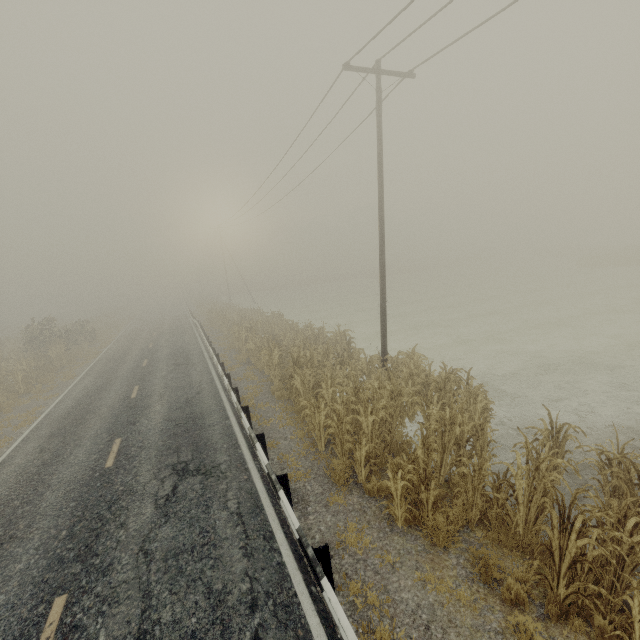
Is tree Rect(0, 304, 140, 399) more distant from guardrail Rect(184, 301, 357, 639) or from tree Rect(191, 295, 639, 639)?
tree Rect(191, 295, 639, 639)

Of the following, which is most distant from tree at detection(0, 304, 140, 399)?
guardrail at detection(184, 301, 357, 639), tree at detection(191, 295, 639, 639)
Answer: tree at detection(191, 295, 639, 639)

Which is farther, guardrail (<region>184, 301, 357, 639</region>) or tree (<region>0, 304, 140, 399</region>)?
tree (<region>0, 304, 140, 399</region>)

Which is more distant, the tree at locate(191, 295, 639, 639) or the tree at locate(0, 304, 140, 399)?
the tree at locate(0, 304, 140, 399)

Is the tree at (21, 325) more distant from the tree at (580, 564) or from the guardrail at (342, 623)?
the tree at (580, 564)

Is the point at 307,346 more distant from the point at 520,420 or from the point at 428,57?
the point at 428,57

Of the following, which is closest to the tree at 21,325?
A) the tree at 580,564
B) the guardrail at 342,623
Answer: the guardrail at 342,623
